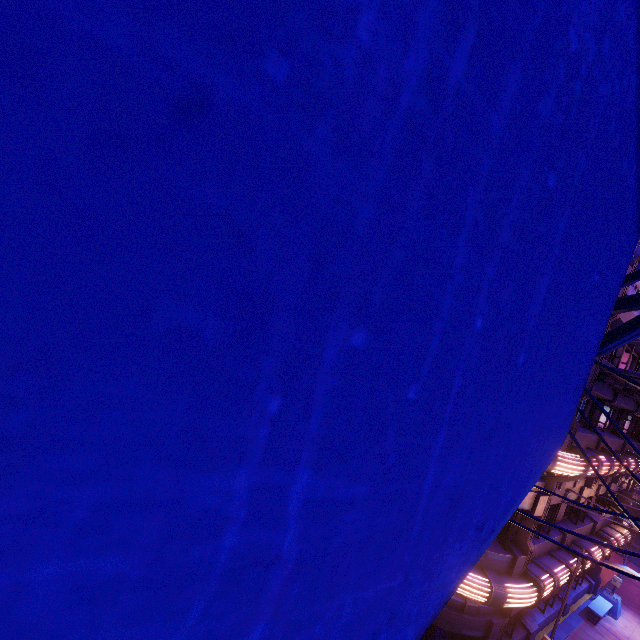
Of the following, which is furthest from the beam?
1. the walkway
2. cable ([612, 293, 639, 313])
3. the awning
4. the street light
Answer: the walkway

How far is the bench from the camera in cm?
1742

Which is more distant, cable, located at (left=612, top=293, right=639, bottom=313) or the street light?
the street light

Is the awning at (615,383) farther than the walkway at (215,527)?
Yes

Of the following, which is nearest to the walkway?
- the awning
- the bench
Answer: the awning

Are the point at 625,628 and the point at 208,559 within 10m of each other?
no

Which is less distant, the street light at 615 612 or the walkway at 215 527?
the walkway at 215 527
